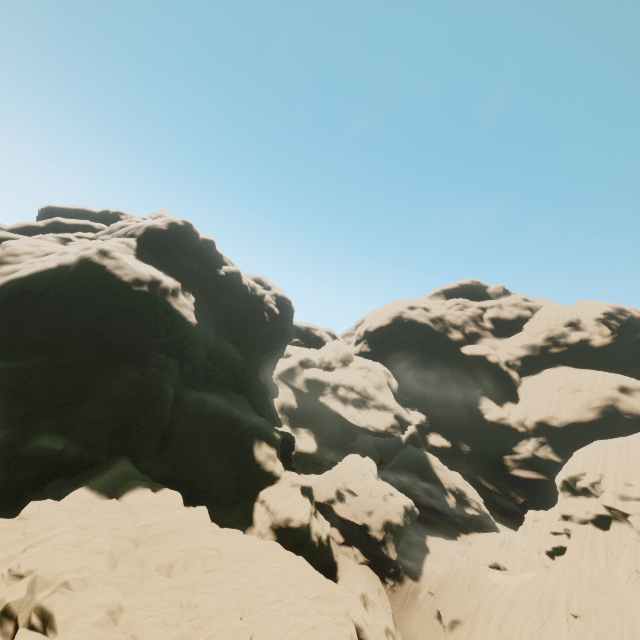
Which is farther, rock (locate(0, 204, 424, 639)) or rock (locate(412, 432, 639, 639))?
rock (locate(412, 432, 639, 639))

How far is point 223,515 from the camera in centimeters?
3231cm

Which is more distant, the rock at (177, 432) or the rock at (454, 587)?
the rock at (454, 587)
